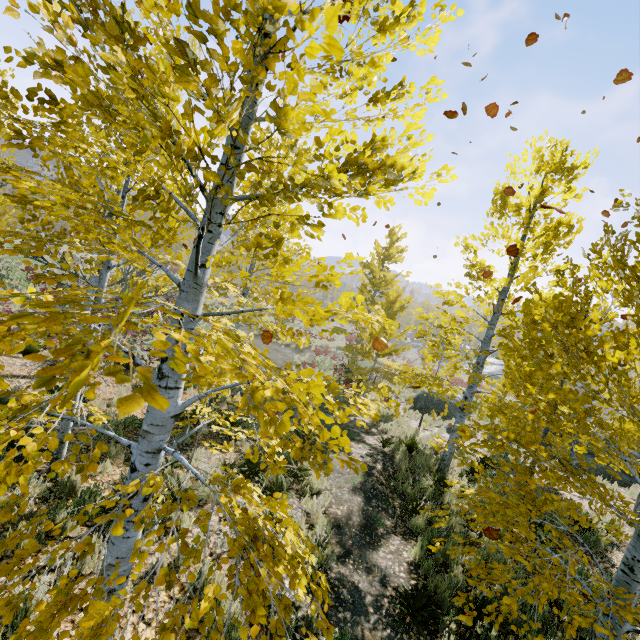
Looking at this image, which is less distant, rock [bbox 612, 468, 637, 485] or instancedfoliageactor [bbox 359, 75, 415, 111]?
instancedfoliageactor [bbox 359, 75, 415, 111]

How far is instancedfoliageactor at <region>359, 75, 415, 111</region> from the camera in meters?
2.3

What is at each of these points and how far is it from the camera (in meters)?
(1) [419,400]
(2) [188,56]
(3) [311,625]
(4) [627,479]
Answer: (1) rock, 20.31
(2) instancedfoliageactor, 1.02
(3) instancedfoliageactor, 4.42
(4) rock, 12.69

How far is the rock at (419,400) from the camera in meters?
20.0 m

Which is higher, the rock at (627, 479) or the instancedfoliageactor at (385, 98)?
the instancedfoliageactor at (385, 98)

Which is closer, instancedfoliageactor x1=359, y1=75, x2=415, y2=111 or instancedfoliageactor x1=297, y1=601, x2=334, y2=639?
instancedfoliageactor x1=297, y1=601, x2=334, y2=639

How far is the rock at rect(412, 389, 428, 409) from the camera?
20.0 meters

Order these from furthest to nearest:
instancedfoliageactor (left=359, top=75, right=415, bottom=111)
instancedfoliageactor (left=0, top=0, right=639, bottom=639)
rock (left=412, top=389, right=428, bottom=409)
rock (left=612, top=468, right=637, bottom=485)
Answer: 1. rock (left=412, top=389, right=428, bottom=409)
2. rock (left=612, top=468, right=637, bottom=485)
3. instancedfoliageactor (left=359, top=75, right=415, bottom=111)
4. instancedfoliageactor (left=0, top=0, right=639, bottom=639)
